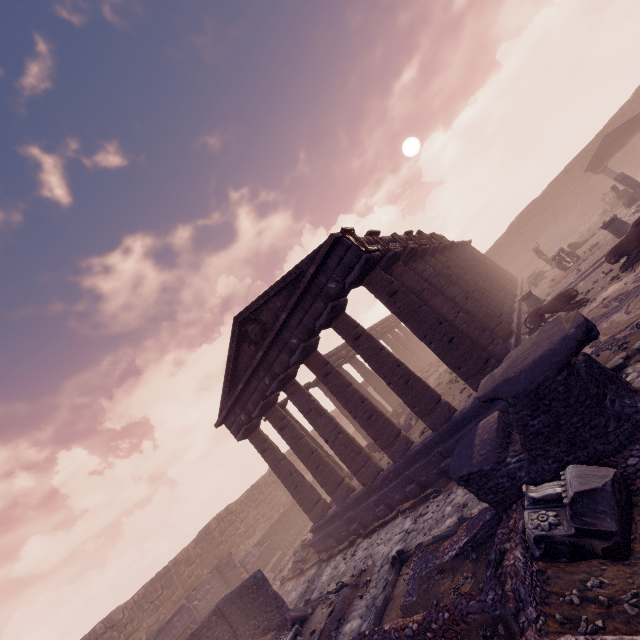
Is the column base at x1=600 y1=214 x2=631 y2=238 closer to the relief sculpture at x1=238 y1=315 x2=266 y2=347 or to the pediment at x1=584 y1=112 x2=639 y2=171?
the pediment at x1=584 y1=112 x2=639 y2=171

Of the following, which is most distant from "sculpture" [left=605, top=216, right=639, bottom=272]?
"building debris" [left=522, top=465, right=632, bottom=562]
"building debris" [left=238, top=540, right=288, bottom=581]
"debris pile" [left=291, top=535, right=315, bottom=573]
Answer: "building debris" [left=238, top=540, right=288, bottom=581]

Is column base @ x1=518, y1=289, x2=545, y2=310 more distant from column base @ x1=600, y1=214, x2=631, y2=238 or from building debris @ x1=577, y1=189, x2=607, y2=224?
building debris @ x1=577, y1=189, x2=607, y2=224

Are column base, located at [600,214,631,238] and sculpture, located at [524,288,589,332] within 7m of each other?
yes

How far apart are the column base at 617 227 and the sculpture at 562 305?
4.6m

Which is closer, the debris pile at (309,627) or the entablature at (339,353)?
the debris pile at (309,627)

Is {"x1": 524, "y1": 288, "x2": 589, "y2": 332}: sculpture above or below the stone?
above

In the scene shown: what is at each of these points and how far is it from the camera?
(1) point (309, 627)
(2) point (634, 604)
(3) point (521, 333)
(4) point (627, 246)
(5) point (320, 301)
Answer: (1) debris pile, 9.3 meters
(2) stone, 3.0 meters
(3) building base, 13.4 meters
(4) sculpture, 10.7 meters
(5) entablature, 11.5 meters
